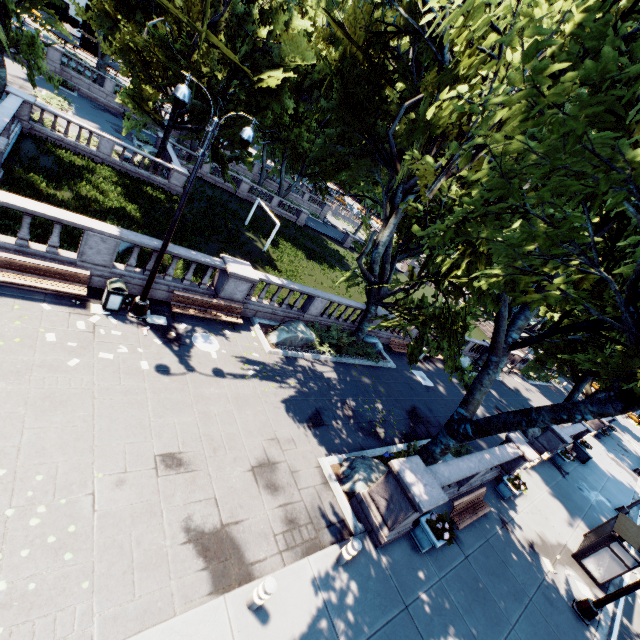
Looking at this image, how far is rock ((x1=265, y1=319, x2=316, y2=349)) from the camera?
14.8 meters

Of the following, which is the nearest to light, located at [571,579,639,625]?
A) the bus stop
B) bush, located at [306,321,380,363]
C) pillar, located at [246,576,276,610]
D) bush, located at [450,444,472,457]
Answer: the bus stop

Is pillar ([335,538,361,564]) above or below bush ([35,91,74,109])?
above

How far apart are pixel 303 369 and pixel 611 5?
13.0m

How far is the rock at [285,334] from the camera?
14.8 meters

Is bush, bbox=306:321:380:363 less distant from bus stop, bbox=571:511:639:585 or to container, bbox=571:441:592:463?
bus stop, bbox=571:511:639:585

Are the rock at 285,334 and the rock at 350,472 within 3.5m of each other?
no

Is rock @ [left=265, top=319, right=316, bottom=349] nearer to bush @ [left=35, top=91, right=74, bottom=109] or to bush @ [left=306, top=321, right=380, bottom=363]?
bush @ [left=306, top=321, right=380, bottom=363]
